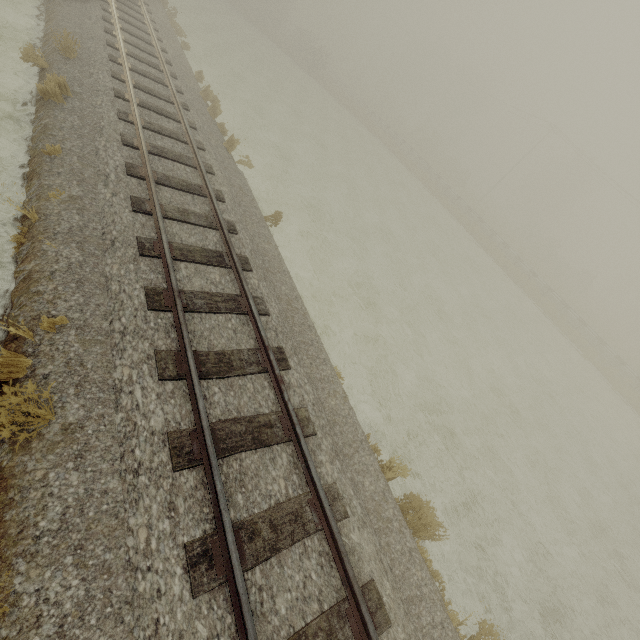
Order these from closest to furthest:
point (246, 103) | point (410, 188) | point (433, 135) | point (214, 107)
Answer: point (214, 107)
point (246, 103)
point (410, 188)
point (433, 135)
